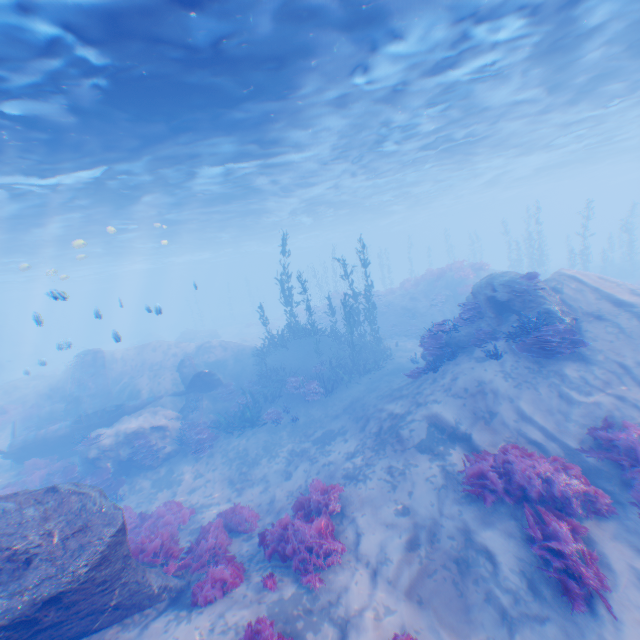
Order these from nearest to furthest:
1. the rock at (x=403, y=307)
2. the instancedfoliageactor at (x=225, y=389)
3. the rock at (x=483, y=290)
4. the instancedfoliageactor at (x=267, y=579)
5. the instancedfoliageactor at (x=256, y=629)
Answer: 1. the instancedfoliageactor at (x=256, y=629)
2. the instancedfoliageactor at (x=267, y=579)
3. the rock at (x=483, y=290)
4. the instancedfoliageactor at (x=225, y=389)
5. the rock at (x=403, y=307)

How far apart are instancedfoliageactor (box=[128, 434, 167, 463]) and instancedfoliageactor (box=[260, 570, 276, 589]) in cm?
1008

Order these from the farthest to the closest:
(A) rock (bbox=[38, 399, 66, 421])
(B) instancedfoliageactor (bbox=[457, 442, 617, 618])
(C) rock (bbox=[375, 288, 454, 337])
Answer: (C) rock (bbox=[375, 288, 454, 337]) < (A) rock (bbox=[38, 399, 66, 421]) < (B) instancedfoliageactor (bbox=[457, 442, 617, 618])

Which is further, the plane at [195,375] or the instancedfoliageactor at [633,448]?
the plane at [195,375]

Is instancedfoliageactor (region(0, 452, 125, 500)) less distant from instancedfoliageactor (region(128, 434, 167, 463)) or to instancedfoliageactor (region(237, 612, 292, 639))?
instancedfoliageactor (region(128, 434, 167, 463))

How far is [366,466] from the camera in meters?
10.0

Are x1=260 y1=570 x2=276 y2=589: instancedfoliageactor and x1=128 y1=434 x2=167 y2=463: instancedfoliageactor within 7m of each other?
no

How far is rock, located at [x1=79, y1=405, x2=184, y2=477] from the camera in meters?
14.6 m
